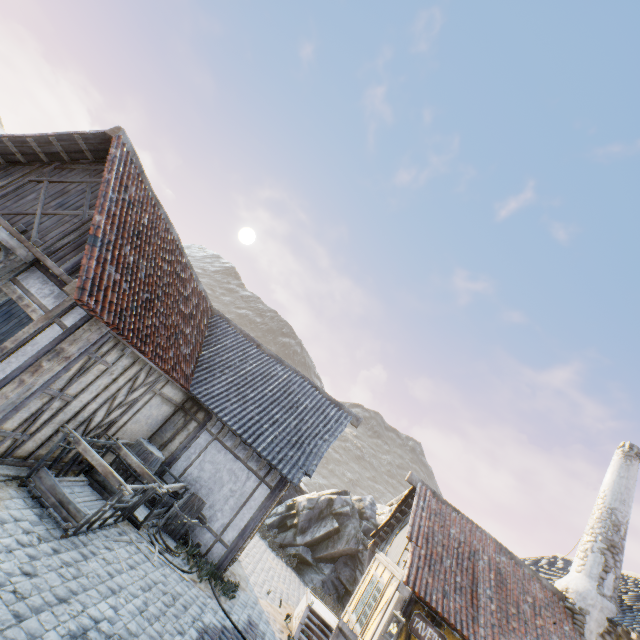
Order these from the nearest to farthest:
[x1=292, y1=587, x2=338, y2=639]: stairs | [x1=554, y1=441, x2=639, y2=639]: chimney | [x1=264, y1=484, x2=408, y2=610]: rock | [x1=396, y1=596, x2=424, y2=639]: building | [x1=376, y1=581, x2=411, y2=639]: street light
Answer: [x1=376, y1=581, x2=411, y2=639]: street light, [x1=396, y1=596, x2=424, y2=639]: building, [x1=292, y1=587, x2=338, y2=639]: stairs, [x1=554, y1=441, x2=639, y2=639]: chimney, [x1=264, y1=484, x2=408, y2=610]: rock

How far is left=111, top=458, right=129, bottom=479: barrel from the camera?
8.20m

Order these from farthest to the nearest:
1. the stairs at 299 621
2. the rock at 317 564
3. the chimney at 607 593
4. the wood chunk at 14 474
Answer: the rock at 317 564 < the chimney at 607 593 < the stairs at 299 621 < the wood chunk at 14 474

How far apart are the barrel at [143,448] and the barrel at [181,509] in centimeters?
100cm

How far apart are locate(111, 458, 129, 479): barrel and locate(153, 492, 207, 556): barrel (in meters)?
1.00

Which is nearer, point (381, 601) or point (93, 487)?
point (93, 487)

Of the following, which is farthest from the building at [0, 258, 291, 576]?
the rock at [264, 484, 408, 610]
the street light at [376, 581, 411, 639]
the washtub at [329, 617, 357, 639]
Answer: the street light at [376, 581, 411, 639]
